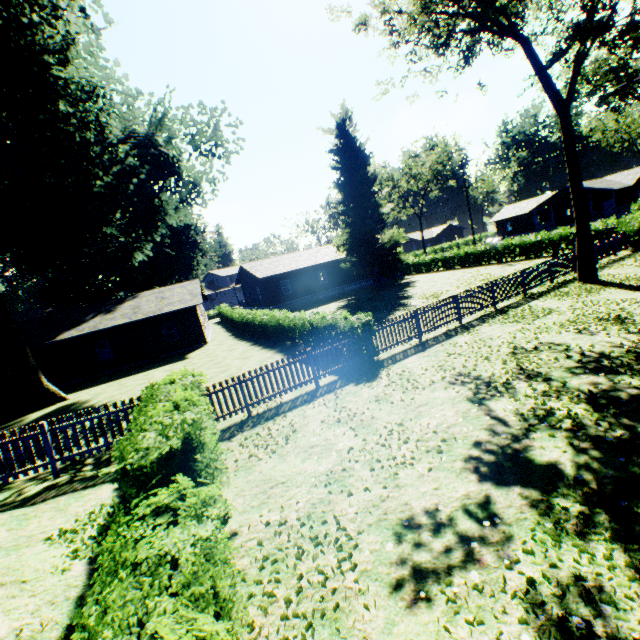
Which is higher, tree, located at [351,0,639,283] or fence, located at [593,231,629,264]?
tree, located at [351,0,639,283]

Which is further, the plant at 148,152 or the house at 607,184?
the house at 607,184

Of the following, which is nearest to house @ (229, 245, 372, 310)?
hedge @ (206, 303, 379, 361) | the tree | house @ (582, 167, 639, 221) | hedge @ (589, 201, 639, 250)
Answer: hedge @ (206, 303, 379, 361)

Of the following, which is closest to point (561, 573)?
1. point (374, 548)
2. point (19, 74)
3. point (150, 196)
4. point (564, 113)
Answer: point (374, 548)

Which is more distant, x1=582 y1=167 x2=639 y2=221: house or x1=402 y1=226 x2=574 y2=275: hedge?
x1=582 y1=167 x2=639 y2=221: house

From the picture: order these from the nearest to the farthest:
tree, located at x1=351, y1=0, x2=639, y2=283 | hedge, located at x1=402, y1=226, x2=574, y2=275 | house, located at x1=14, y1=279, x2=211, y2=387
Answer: tree, located at x1=351, y1=0, x2=639, y2=283
house, located at x1=14, y1=279, x2=211, y2=387
hedge, located at x1=402, y1=226, x2=574, y2=275

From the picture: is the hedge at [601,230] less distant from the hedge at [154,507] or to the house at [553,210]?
the house at [553,210]

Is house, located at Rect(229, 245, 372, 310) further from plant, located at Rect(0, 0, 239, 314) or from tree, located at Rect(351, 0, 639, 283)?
tree, located at Rect(351, 0, 639, 283)
